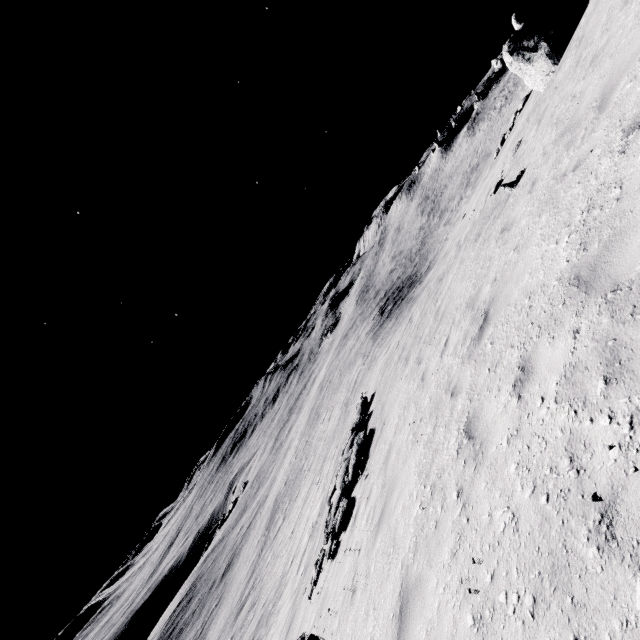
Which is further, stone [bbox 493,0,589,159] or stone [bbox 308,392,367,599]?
stone [bbox 493,0,589,159]

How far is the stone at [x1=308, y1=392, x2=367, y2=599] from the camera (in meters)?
10.00

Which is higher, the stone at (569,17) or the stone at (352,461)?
the stone at (569,17)

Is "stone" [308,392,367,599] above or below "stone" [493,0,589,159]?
below

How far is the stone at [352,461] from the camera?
10.0 meters

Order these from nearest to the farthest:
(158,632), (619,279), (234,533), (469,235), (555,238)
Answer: (619,279) → (555,238) → (469,235) → (158,632) → (234,533)
